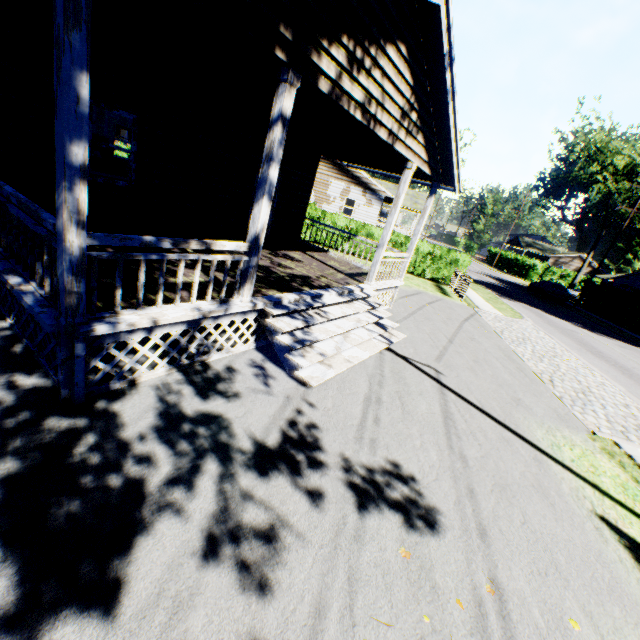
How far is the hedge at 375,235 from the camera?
20.33m

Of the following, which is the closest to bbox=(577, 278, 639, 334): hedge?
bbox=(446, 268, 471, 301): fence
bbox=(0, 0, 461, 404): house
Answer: bbox=(446, 268, 471, 301): fence

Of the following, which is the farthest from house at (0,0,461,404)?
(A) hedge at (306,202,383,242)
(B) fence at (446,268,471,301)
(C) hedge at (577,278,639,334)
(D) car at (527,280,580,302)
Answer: (D) car at (527,280,580,302)

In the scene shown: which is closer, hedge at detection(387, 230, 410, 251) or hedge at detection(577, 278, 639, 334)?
hedge at detection(387, 230, 410, 251)

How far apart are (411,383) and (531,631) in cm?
420

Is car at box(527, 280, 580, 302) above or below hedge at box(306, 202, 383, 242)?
below

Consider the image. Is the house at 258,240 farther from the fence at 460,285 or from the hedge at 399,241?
the fence at 460,285

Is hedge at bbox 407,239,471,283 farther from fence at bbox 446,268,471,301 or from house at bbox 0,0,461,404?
house at bbox 0,0,461,404
